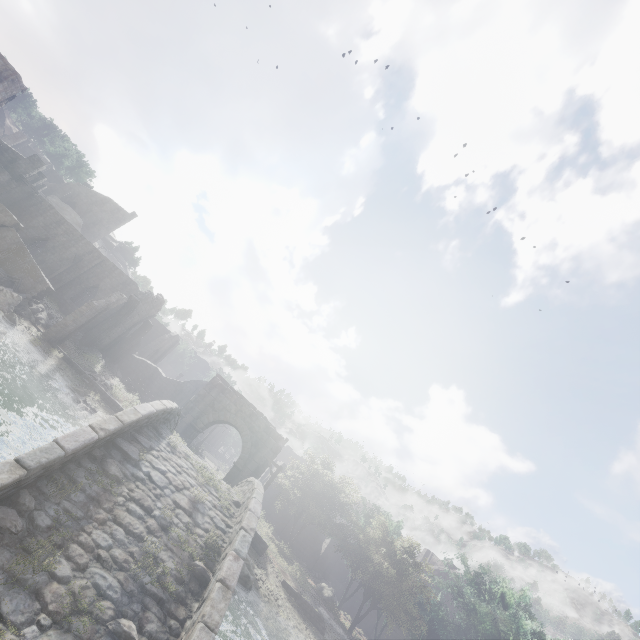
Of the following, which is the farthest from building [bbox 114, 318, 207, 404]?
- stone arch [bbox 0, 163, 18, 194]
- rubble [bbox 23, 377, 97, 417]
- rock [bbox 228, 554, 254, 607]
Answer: rock [bbox 228, 554, 254, 607]

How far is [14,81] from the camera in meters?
26.8

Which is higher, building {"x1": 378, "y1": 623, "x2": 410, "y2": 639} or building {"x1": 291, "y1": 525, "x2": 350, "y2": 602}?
building {"x1": 378, "y1": 623, "x2": 410, "y2": 639}

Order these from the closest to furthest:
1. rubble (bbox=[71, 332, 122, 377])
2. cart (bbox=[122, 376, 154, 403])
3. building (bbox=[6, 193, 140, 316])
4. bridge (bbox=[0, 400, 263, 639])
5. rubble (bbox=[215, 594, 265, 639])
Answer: bridge (bbox=[0, 400, 263, 639]), rubble (bbox=[215, 594, 265, 639]), rubble (bbox=[71, 332, 122, 377]), cart (bbox=[122, 376, 154, 403]), building (bbox=[6, 193, 140, 316])

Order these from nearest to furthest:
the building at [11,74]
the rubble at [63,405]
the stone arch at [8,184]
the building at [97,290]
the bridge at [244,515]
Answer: the bridge at [244,515], the rubble at [63,405], the building at [11,74], the stone arch at [8,184], the building at [97,290]

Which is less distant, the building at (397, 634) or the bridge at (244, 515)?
the bridge at (244, 515)

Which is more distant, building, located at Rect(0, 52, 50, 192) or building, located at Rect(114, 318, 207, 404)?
building, located at Rect(114, 318, 207, 404)
